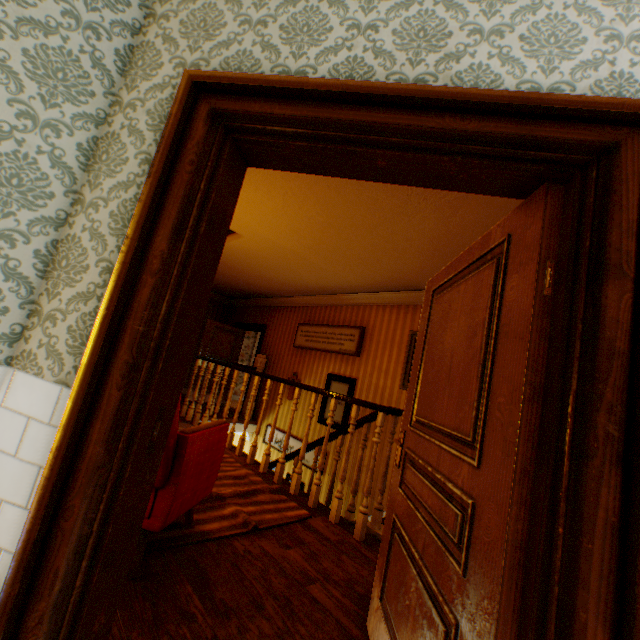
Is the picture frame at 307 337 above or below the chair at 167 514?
above

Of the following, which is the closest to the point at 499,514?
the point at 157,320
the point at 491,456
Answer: the point at 491,456

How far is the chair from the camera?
1.96m

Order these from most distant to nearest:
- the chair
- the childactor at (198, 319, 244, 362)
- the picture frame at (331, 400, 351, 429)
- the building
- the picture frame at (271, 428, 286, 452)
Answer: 1. the childactor at (198, 319, 244, 362)
2. the picture frame at (271, 428, 286, 452)
3. the picture frame at (331, 400, 351, 429)
4. the chair
5. the building

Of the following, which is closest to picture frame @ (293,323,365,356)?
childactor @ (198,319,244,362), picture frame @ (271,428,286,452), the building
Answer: the building

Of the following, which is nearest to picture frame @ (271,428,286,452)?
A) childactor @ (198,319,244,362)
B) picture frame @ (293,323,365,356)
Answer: picture frame @ (293,323,365,356)

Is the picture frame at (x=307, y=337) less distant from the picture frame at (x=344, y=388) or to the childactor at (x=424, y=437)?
the picture frame at (x=344, y=388)

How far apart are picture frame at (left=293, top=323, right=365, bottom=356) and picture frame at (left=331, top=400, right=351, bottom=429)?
0.39m
